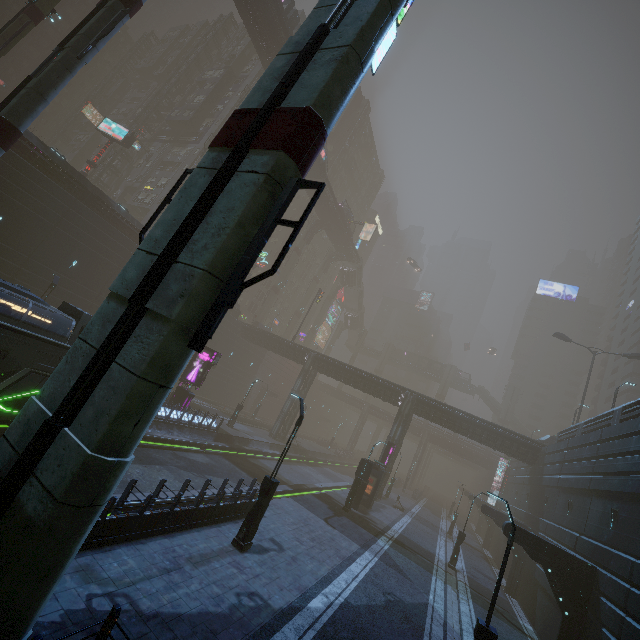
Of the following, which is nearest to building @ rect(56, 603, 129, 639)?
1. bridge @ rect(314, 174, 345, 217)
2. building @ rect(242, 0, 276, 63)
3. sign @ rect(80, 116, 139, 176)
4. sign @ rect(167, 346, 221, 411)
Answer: sign @ rect(167, 346, 221, 411)

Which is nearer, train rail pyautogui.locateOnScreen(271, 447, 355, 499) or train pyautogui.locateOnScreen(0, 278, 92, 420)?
train pyautogui.locateOnScreen(0, 278, 92, 420)

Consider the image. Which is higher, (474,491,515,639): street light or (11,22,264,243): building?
(11,22,264,243): building

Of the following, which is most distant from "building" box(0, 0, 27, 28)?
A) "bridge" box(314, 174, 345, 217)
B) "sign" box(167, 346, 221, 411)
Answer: "bridge" box(314, 174, 345, 217)

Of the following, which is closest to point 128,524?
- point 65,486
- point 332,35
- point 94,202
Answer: point 65,486

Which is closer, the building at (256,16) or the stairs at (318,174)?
the building at (256,16)

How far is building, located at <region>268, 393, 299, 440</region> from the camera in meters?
40.4

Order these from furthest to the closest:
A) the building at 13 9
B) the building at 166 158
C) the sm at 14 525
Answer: the building at 13 9, the building at 166 158, the sm at 14 525
